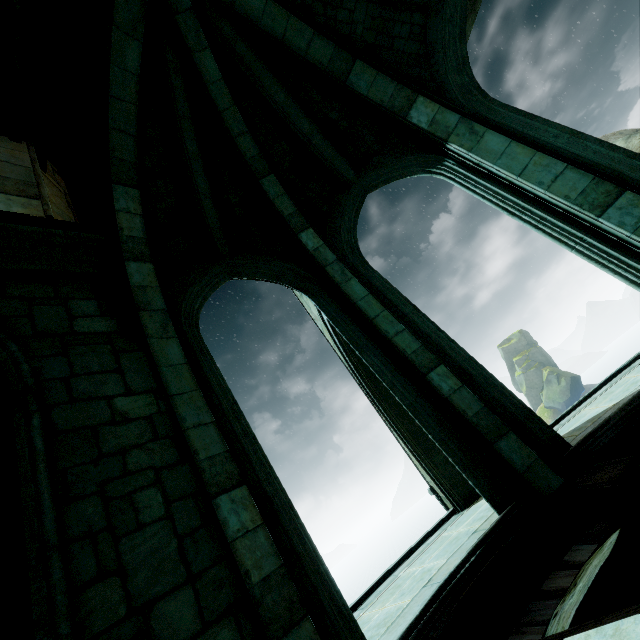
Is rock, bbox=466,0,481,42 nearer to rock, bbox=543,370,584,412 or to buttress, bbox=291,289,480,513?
buttress, bbox=291,289,480,513

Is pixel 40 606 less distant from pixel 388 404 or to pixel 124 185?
pixel 124 185

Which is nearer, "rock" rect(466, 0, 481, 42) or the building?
the building

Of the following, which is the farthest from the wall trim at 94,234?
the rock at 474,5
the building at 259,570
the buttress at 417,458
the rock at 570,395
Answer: the rock at 570,395

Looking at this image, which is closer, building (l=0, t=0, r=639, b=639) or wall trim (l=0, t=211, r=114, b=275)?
building (l=0, t=0, r=639, b=639)

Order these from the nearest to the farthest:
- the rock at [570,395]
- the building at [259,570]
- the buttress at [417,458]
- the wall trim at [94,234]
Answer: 1. the building at [259,570]
2. the wall trim at [94,234]
3. the buttress at [417,458]
4. the rock at [570,395]

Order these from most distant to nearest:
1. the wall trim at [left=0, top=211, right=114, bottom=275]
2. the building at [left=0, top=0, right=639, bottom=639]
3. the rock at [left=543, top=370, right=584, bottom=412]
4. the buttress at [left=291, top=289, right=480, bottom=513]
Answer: the rock at [left=543, top=370, right=584, bottom=412] → the buttress at [left=291, top=289, right=480, bottom=513] → the wall trim at [left=0, top=211, right=114, bottom=275] → the building at [left=0, top=0, right=639, bottom=639]

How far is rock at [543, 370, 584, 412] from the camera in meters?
56.2 m
